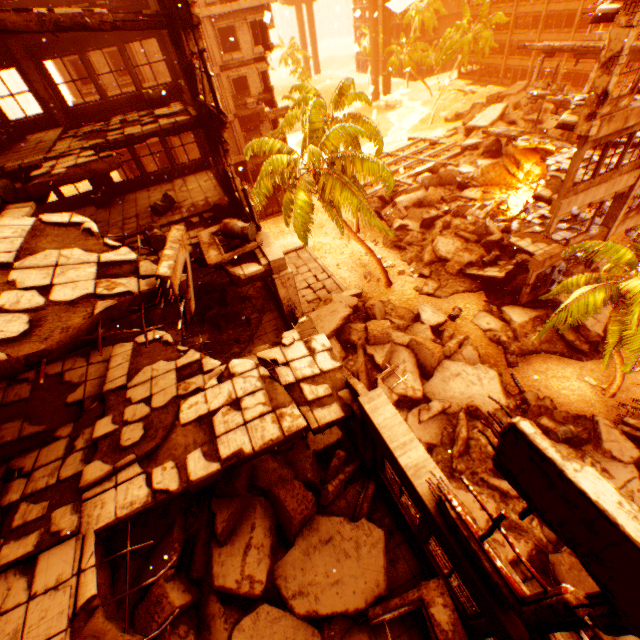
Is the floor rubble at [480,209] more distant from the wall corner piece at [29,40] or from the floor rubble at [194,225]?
the wall corner piece at [29,40]

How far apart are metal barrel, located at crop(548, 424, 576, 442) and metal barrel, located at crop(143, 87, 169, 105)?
20.8m

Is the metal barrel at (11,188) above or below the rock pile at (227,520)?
above

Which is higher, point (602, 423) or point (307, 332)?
point (307, 332)

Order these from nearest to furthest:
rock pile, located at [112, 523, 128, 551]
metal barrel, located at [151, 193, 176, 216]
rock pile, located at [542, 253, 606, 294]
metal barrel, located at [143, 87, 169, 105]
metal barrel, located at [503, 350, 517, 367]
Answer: rock pile, located at [112, 523, 128, 551]
metal barrel, located at [151, 193, 176, 216]
metal barrel, located at [143, 87, 169, 105]
metal barrel, located at [503, 350, 517, 367]
rock pile, located at [542, 253, 606, 294]

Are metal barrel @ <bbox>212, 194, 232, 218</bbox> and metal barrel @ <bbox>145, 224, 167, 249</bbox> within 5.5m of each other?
yes

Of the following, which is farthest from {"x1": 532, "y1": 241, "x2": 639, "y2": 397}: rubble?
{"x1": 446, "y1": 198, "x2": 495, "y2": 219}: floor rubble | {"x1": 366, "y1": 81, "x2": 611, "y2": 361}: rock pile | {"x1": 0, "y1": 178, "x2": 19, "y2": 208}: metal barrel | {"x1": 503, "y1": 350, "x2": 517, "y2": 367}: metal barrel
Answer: {"x1": 0, "y1": 178, "x2": 19, "y2": 208}: metal barrel

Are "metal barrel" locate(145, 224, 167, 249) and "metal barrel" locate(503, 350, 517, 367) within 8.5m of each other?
no
